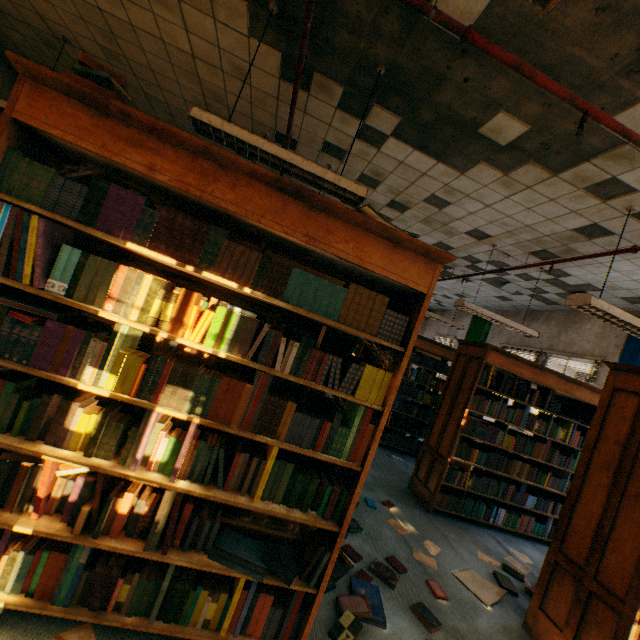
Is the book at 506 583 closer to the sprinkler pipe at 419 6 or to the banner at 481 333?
the sprinkler pipe at 419 6

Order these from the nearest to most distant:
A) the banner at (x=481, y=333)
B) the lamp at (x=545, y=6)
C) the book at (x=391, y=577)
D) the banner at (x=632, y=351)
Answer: the lamp at (x=545, y=6), the book at (x=391, y=577), the banner at (x=632, y=351), the banner at (x=481, y=333)

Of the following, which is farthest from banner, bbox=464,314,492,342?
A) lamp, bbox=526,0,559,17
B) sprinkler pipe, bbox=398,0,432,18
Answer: lamp, bbox=526,0,559,17

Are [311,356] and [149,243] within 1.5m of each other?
yes

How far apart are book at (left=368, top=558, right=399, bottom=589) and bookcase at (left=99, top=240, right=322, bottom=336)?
0.01m

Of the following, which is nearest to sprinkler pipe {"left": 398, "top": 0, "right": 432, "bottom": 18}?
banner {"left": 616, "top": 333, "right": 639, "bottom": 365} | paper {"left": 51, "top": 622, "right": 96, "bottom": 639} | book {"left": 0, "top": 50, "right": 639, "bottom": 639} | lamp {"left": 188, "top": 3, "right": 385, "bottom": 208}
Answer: lamp {"left": 188, "top": 3, "right": 385, "bottom": 208}

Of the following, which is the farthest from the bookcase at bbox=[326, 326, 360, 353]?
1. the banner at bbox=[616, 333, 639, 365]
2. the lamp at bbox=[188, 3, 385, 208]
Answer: the banner at bbox=[616, 333, 639, 365]

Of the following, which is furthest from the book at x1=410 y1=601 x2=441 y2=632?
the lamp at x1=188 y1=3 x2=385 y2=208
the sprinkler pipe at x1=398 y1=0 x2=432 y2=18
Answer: the sprinkler pipe at x1=398 y1=0 x2=432 y2=18
